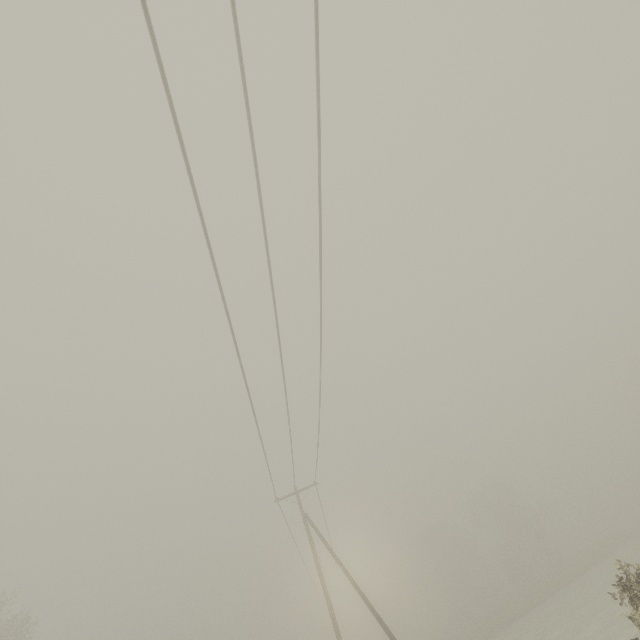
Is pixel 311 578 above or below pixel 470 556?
above
